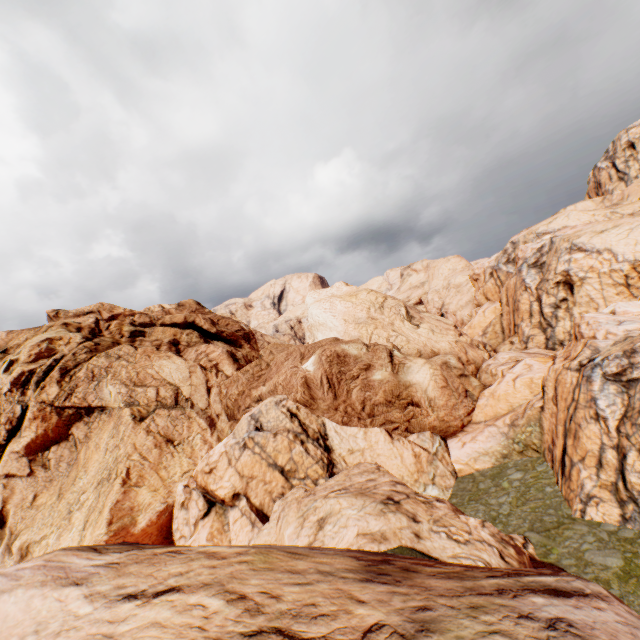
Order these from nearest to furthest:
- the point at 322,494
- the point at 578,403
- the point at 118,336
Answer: the point at 322,494 < the point at 578,403 < the point at 118,336
